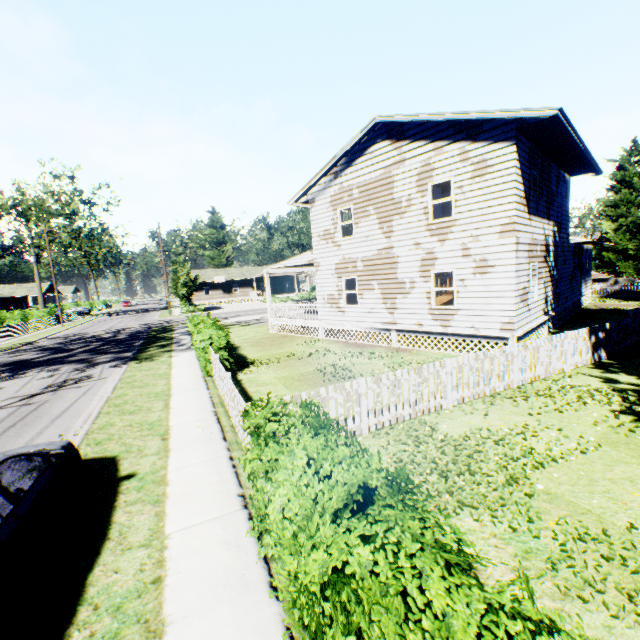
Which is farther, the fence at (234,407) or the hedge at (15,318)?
the hedge at (15,318)

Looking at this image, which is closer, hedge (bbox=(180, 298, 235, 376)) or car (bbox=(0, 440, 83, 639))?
car (bbox=(0, 440, 83, 639))

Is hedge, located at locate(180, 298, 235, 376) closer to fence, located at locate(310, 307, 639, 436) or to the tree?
fence, located at locate(310, 307, 639, 436)

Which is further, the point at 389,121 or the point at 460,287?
the point at 389,121

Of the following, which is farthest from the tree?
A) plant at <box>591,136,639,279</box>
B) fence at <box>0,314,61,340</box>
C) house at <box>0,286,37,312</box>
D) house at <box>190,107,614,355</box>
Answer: house at <box>0,286,37,312</box>

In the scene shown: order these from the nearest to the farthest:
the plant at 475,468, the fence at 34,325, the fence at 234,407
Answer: the plant at 475,468 → the fence at 234,407 → the fence at 34,325

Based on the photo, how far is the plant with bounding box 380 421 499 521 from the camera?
4.9 meters

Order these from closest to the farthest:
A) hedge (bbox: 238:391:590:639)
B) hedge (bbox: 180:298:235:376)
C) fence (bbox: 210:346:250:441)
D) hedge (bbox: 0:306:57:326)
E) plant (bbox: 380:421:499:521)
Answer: hedge (bbox: 238:391:590:639), plant (bbox: 380:421:499:521), fence (bbox: 210:346:250:441), hedge (bbox: 180:298:235:376), hedge (bbox: 0:306:57:326)
